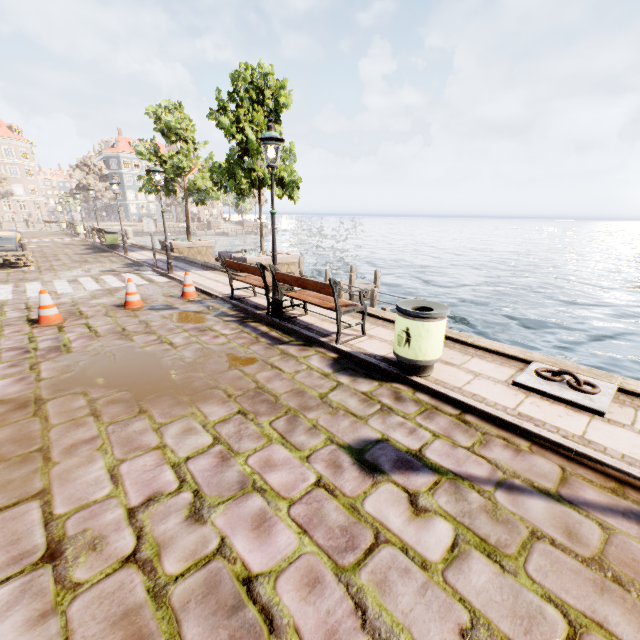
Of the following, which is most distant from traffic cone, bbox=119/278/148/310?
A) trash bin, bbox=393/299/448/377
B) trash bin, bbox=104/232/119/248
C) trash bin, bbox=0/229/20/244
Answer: trash bin, bbox=104/232/119/248

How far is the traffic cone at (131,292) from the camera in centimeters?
789cm

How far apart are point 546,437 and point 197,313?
7.1 meters

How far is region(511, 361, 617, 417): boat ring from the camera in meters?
3.9 m

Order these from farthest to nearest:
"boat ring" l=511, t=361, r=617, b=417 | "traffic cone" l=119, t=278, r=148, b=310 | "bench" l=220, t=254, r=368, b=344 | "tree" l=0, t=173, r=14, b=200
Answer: "tree" l=0, t=173, r=14, b=200 → "traffic cone" l=119, t=278, r=148, b=310 → "bench" l=220, t=254, r=368, b=344 → "boat ring" l=511, t=361, r=617, b=417

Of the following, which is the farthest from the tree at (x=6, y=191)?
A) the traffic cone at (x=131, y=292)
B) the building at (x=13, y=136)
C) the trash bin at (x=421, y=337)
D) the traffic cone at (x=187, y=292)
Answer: the trash bin at (x=421, y=337)

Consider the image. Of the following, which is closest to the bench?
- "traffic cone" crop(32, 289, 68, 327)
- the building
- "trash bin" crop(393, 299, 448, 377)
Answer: "trash bin" crop(393, 299, 448, 377)

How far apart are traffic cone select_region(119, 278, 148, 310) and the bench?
3.74m
